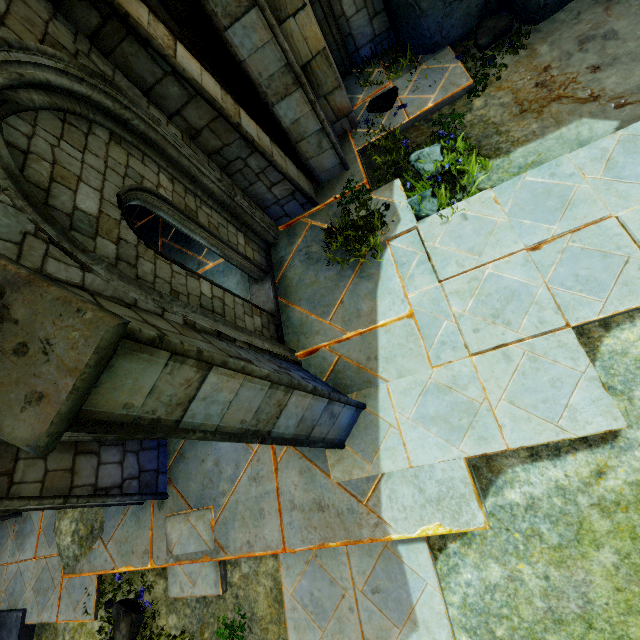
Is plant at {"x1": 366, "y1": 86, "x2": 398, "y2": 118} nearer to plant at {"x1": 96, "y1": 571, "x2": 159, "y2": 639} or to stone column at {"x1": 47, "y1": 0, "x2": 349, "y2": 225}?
stone column at {"x1": 47, "y1": 0, "x2": 349, "y2": 225}

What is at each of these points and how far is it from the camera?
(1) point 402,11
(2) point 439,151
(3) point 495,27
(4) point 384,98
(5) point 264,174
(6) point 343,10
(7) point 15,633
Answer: (1) rock, 5.8m
(2) plant, 5.4m
(3) plant, 5.6m
(4) plant, 6.3m
(5) stone column, 5.4m
(6) stone column, 6.2m
(7) wall trim, 6.4m

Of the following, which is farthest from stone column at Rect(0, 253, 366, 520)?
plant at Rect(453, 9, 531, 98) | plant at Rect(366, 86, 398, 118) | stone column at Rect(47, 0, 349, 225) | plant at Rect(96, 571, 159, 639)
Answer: plant at Rect(453, 9, 531, 98)

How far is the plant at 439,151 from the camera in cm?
508

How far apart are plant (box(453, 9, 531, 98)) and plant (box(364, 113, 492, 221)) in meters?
1.5 m

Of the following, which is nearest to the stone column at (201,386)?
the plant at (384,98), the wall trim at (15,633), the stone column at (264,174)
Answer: the stone column at (264,174)

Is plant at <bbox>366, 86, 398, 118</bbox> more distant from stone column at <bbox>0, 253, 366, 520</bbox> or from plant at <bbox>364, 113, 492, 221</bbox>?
stone column at <bbox>0, 253, 366, 520</bbox>

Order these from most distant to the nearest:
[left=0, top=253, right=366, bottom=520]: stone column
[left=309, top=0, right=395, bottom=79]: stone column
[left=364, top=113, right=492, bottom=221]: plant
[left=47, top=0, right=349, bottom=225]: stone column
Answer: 1. [left=309, top=0, right=395, bottom=79]: stone column
2. [left=364, top=113, right=492, bottom=221]: plant
3. [left=47, top=0, right=349, bottom=225]: stone column
4. [left=0, top=253, right=366, bottom=520]: stone column
